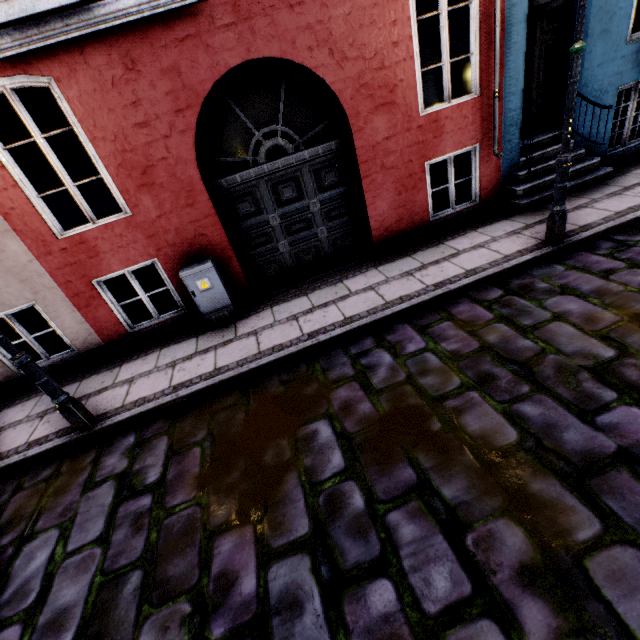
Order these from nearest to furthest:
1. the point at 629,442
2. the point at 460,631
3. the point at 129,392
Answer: the point at 460,631 → the point at 629,442 → the point at 129,392

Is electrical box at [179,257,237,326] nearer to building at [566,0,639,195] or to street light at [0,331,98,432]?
building at [566,0,639,195]

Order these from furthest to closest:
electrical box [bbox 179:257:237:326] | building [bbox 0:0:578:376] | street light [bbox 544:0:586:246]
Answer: electrical box [bbox 179:257:237:326] < building [bbox 0:0:578:376] < street light [bbox 544:0:586:246]

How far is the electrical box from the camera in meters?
5.1

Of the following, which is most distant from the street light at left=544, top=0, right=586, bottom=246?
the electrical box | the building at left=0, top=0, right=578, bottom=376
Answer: the electrical box

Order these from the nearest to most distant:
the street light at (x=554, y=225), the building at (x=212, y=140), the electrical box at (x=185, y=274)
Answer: the street light at (x=554, y=225) < the building at (x=212, y=140) < the electrical box at (x=185, y=274)

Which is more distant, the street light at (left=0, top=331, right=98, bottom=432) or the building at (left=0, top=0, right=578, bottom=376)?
the building at (left=0, top=0, right=578, bottom=376)

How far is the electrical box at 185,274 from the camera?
5.1m
